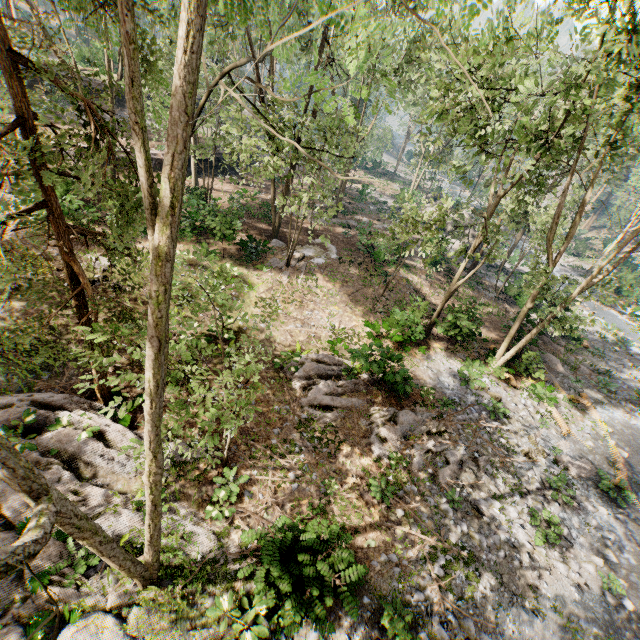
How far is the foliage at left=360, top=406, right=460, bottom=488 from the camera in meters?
12.1

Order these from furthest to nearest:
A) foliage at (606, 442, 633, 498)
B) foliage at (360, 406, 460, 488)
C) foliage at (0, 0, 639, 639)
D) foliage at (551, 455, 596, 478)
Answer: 1. foliage at (551, 455, 596, 478)
2. foliage at (606, 442, 633, 498)
3. foliage at (360, 406, 460, 488)
4. foliage at (0, 0, 639, 639)

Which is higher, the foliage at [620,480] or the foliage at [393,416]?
the foliage at [620,480]

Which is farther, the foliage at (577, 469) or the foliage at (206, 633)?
the foliage at (577, 469)

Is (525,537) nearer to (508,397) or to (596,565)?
(596,565)

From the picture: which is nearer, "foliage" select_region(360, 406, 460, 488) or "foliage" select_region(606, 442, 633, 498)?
"foliage" select_region(360, 406, 460, 488)

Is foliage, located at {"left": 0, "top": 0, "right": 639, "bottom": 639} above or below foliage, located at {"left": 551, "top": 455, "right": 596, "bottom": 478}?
above
